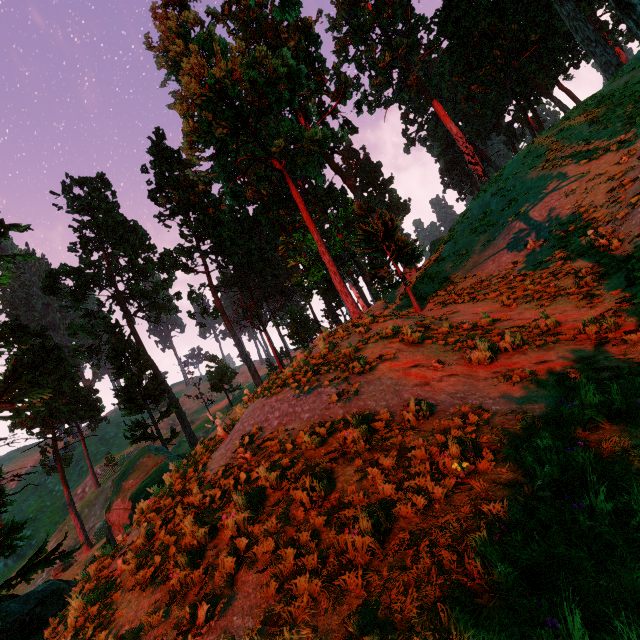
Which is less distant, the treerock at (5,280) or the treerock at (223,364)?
the treerock at (5,280)

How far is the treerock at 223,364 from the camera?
45.4m

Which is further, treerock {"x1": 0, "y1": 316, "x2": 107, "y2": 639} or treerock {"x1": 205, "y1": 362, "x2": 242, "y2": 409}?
treerock {"x1": 205, "y1": 362, "x2": 242, "y2": 409}

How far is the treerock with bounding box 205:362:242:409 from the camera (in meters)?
45.44

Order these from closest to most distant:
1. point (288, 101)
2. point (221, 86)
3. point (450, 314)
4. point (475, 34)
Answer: point (450, 314)
point (221, 86)
point (288, 101)
point (475, 34)

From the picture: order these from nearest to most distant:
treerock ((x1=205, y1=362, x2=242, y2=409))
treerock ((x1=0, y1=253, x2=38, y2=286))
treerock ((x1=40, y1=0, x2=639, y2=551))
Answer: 1. treerock ((x1=40, y1=0, x2=639, y2=551))
2. treerock ((x1=0, y1=253, x2=38, y2=286))
3. treerock ((x1=205, y1=362, x2=242, y2=409))

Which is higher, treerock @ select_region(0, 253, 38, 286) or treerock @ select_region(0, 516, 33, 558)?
treerock @ select_region(0, 253, 38, 286)
